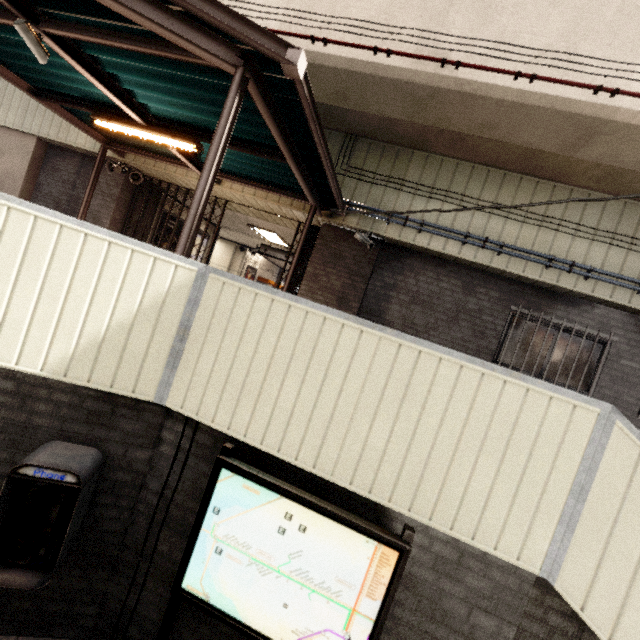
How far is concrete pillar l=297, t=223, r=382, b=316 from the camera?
6.8m

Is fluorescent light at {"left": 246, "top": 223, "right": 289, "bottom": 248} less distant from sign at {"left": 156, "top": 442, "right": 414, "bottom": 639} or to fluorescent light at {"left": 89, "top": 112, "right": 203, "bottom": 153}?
fluorescent light at {"left": 89, "top": 112, "right": 203, "bottom": 153}

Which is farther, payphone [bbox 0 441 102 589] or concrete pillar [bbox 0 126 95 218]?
concrete pillar [bbox 0 126 95 218]

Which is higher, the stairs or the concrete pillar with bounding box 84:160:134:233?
the concrete pillar with bounding box 84:160:134:233

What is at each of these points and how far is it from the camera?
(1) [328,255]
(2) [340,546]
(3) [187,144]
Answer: (1) concrete pillar, 6.9m
(2) sign, 2.3m
(3) fluorescent light, 4.9m

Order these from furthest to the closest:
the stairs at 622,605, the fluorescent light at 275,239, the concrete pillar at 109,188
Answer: the fluorescent light at 275,239, the concrete pillar at 109,188, the stairs at 622,605

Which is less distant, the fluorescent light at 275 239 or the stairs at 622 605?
the stairs at 622 605

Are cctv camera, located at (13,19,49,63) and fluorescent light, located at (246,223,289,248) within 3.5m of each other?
no
